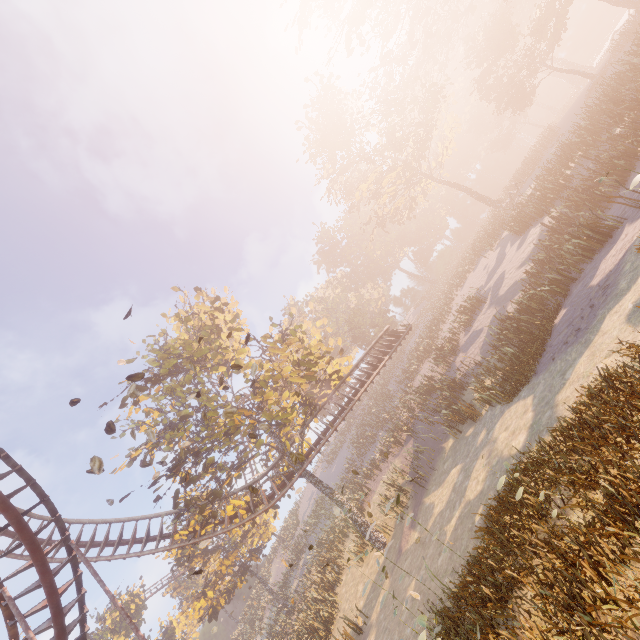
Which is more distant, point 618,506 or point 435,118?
point 435,118

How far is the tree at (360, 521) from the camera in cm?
1923

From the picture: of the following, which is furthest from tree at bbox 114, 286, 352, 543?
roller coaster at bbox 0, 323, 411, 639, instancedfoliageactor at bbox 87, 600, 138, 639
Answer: instancedfoliageactor at bbox 87, 600, 138, 639

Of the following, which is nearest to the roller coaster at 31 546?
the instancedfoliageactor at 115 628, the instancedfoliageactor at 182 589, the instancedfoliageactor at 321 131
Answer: the instancedfoliageactor at 182 589

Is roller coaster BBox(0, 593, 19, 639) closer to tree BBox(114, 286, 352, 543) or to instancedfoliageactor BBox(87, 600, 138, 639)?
tree BBox(114, 286, 352, 543)

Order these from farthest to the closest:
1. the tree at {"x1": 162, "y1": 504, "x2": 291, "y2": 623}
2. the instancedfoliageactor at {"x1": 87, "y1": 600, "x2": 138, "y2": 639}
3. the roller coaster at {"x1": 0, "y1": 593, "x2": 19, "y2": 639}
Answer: the instancedfoliageactor at {"x1": 87, "y1": 600, "x2": 138, "y2": 639} < the tree at {"x1": 162, "y1": 504, "x2": 291, "y2": 623} < the roller coaster at {"x1": 0, "y1": 593, "x2": 19, "y2": 639}

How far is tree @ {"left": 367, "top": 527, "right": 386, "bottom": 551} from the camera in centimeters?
1864cm

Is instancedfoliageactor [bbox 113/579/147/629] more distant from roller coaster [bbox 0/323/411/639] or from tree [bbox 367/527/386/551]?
tree [bbox 367/527/386/551]
